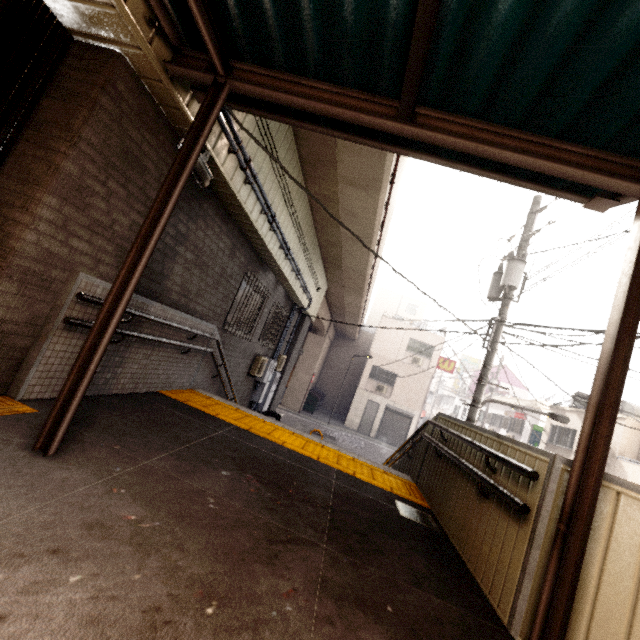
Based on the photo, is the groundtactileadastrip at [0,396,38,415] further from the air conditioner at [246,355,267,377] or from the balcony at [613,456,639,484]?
the balcony at [613,456,639,484]

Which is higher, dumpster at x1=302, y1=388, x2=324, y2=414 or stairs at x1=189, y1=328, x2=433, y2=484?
stairs at x1=189, y1=328, x2=433, y2=484

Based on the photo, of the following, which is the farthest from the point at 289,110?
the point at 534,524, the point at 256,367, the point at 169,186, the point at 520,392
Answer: the point at 520,392

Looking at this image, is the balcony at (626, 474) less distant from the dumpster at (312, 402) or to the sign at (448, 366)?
the sign at (448, 366)

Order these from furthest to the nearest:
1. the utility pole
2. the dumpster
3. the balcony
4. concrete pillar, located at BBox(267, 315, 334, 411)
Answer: the dumpster < concrete pillar, located at BBox(267, 315, 334, 411) < the balcony < the utility pole

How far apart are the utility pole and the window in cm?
674

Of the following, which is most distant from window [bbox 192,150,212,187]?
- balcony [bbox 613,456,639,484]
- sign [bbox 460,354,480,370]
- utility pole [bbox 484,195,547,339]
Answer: sign [bbox 460,354,480,370]

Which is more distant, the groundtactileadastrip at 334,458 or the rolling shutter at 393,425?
the rolling shutter at 393,425
